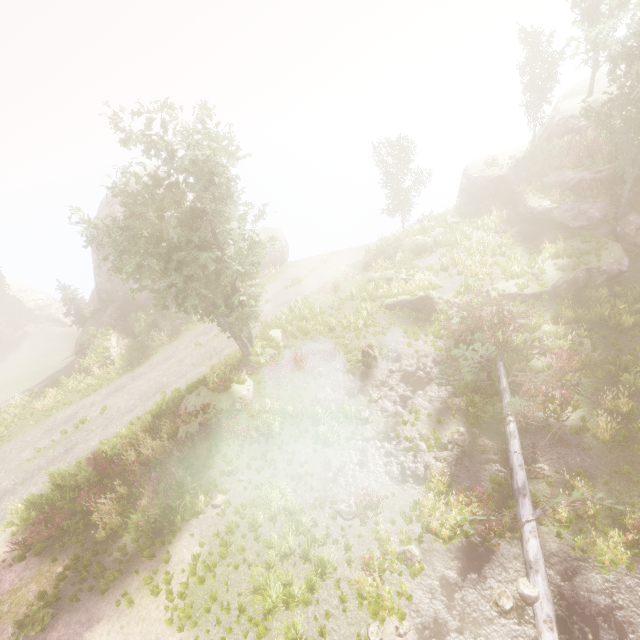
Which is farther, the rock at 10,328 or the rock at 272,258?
the rock at 10,328

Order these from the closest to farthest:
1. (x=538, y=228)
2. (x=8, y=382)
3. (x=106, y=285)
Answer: (x=538, y=228) → (x=106, y=285) → (x=8, y=382)

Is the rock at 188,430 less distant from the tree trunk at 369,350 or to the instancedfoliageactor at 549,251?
the instancedfoliageactor at 549,251

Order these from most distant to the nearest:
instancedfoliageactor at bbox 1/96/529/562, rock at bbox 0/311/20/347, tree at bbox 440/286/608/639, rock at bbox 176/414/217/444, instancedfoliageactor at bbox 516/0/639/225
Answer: rock at bbox 0/311/20/347, rock at bbox 176/414/217/444, instancedfoliageactor at bbox 516/0/639/225, instancedfoliageactor at bbox 1/96/529/562, tree at bbox 440/286/608/639

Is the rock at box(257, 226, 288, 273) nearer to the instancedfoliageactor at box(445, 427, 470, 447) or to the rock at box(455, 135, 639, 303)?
the instancedfoliageactor at box(445, 427, 470, 447)

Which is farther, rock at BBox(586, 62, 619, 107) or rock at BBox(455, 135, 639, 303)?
rock at BBox(586, 62, 619, 107)

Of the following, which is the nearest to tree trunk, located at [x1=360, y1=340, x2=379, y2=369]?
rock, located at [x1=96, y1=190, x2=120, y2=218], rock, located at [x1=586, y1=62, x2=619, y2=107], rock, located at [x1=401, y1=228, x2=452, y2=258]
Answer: rock, located at [x1=586, y1=62, x2=619, y2=107]

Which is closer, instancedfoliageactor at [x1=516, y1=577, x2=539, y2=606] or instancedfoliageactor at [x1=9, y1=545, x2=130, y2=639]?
instancedfoliageactor at [x1=516, y1=577, x2=539, y2=606]
